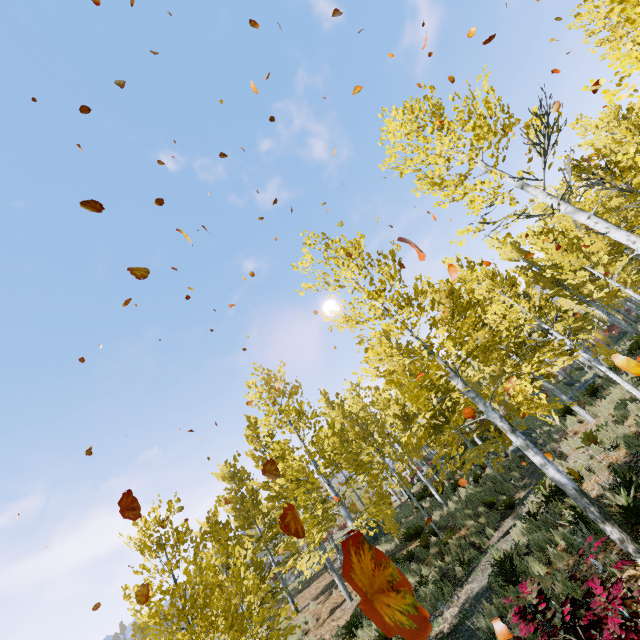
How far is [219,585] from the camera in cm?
1166

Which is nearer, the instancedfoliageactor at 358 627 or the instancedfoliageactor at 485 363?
the instancedfoliageactor at 485 363

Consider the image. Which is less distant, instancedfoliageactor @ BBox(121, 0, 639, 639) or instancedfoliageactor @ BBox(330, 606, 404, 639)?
instancedfoliageactor @ BBox(121, 0, 639, 639)
